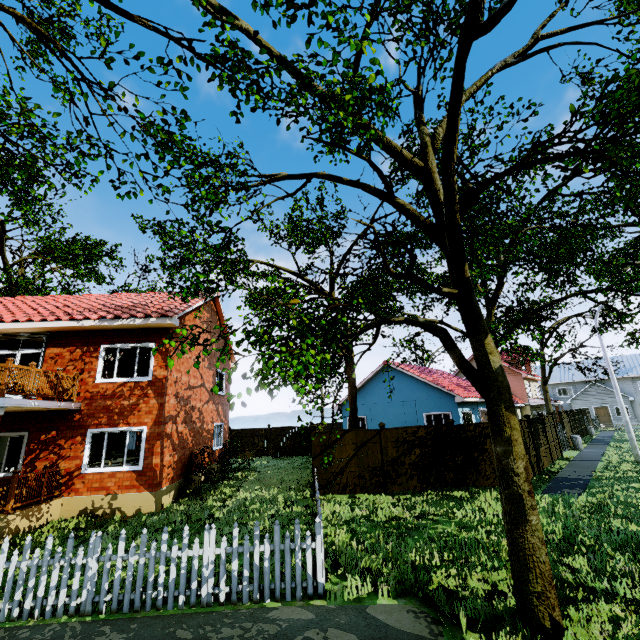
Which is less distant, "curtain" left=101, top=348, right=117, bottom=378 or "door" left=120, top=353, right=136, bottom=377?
"curtain" left=101, top=348, right=117, bottom=378

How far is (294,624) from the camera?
4.88m

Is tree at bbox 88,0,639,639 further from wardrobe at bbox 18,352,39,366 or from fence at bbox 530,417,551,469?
wardrobe at bbox 18,352,39,366

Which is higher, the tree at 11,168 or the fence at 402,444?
the tree at 11,168

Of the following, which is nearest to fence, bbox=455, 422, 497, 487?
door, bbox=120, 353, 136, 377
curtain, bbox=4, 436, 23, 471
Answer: curtain, bbox=4, 436, 23, 471

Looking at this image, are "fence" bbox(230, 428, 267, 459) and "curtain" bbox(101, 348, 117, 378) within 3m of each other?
no

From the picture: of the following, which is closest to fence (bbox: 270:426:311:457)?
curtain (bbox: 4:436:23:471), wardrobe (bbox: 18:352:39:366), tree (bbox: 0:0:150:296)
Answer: tree (bbox: 0:0:150:296)

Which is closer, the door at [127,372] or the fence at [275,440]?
the door at [127,372]
